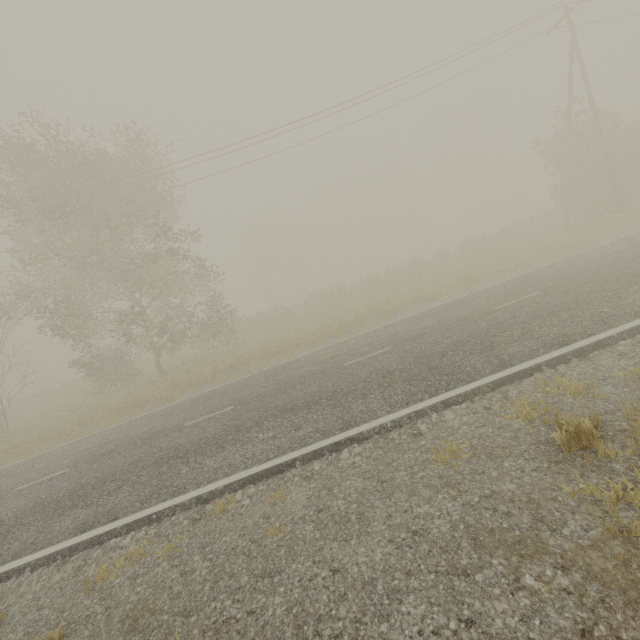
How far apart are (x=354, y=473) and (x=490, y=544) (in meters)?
2.19

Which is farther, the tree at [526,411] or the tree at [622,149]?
the tree at [622,149]

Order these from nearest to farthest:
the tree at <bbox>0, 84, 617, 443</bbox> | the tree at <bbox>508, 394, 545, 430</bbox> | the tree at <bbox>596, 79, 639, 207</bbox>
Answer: the tree at <bbox>508, 394, 545, 430</bbox> → the tree at <bbox>0, 84, 617, 443</bbox> → the tree at <bbox>596, 79, 639, 207</bbox>

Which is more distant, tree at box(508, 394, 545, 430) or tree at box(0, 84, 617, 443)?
tree at box(0, 84, 617, 443)

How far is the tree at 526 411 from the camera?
4.9m

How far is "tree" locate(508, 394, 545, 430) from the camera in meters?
4.9
